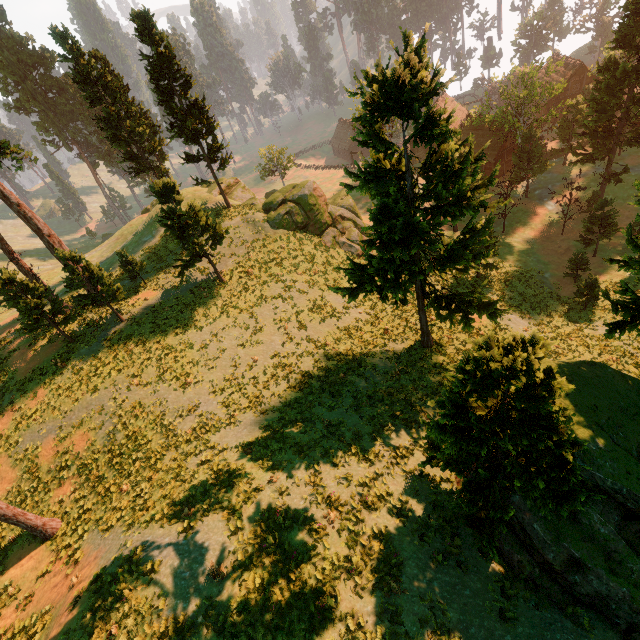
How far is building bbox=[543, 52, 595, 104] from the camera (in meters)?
52.88

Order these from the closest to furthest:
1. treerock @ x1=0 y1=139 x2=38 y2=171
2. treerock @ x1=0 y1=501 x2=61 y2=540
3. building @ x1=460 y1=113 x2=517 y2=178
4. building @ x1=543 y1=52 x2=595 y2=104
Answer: treerock @ x1=0 y1=501 x2=61 y2=540
treerock @ x1=0 y1=139 x2=38 y2=171
building @ x1=460 y1=113 x2=517 y2=178
building @ x1=543 y1=52 x2=595 y2=104

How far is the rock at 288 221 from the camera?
31.3 meters

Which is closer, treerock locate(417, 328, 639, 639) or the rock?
treerock locate(417, 328, 639, 639)

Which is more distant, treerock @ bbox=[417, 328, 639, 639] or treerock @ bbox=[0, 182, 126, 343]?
treerock @ bbox=[0, 182, 126, 343]

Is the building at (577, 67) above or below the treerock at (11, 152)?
below

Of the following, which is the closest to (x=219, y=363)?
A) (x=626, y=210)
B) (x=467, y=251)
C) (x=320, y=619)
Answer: (x=320, y=619)
